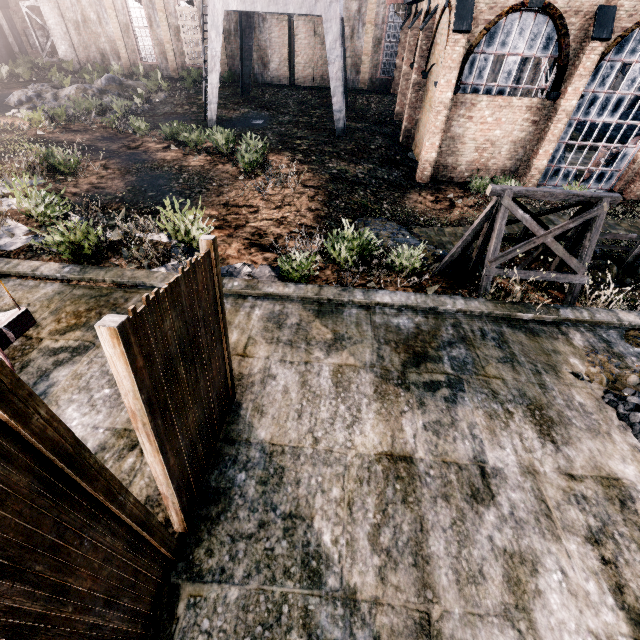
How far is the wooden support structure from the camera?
8.61m

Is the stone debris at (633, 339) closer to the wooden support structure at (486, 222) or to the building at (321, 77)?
the wooden support structure at (486, 222)

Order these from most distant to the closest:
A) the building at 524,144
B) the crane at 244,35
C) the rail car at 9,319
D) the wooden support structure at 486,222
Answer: the crane at 244,35, the building at 524,144, the wooden support structure at 486,222, the rail car at 9,319

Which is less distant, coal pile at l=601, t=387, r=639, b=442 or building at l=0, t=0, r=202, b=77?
coal pile at l=601, t=387, r=639, b=442

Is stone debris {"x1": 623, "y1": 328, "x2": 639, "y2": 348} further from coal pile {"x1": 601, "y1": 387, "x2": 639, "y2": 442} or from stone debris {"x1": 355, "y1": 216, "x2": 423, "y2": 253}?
stone debris {"x1": 355, "y1": 216, "x2": 423, "y2": 253}

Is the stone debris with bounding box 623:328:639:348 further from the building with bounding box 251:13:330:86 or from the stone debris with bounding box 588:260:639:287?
the building with bounding box 251:13:330:86

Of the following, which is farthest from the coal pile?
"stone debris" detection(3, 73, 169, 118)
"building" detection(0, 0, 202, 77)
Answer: "stone debris" detection(3, 73, 169, 118)

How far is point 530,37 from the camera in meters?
15.0
